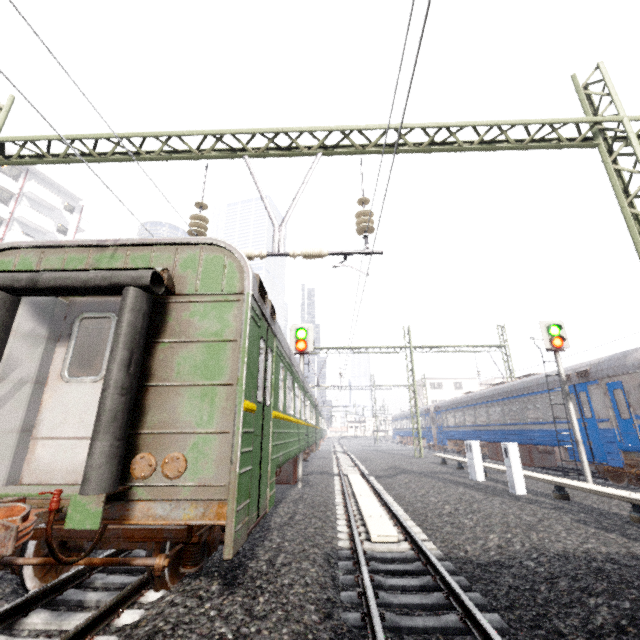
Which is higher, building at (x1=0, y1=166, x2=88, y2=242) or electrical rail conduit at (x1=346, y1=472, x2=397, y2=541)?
building at (x1=0, y1=166, x2=88, y2=242)

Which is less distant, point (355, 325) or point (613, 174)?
point (613, 174)

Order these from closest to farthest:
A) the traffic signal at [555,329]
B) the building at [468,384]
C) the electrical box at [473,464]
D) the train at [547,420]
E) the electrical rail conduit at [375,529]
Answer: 1. the electrical rail conduit at [375,529]
2. the traffic signal at [555,329]
3. the electrical box at [473,464]
4. the train at [547,420]
5. the building at [468,384]

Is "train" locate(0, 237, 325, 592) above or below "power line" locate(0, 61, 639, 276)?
below

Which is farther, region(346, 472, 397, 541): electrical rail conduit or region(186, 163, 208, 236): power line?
region(186, 163, 208, 236): power line

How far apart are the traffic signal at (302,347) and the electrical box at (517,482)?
6.6m

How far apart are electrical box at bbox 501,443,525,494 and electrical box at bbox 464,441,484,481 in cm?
239

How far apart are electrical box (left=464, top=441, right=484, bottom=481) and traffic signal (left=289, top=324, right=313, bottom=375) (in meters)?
6.45
